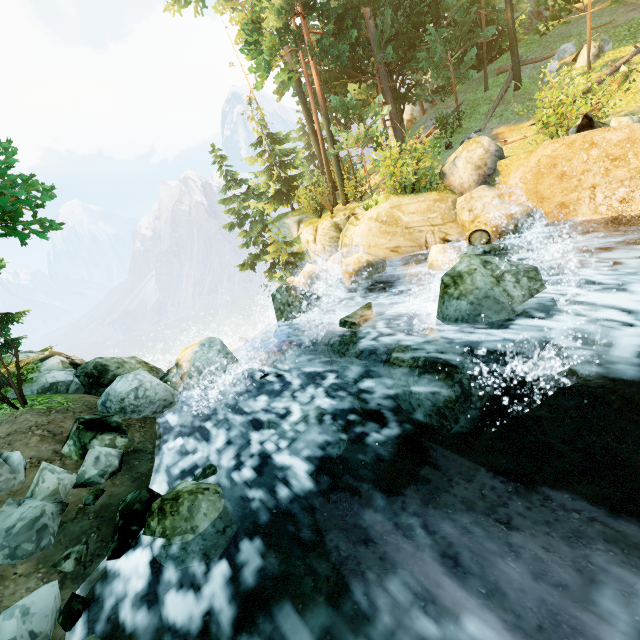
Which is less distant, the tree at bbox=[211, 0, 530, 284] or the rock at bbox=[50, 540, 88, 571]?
the rock at bbox=[50, 540, 88, 571]

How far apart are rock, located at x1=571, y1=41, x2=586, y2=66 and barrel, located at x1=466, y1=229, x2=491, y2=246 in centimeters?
1430cm

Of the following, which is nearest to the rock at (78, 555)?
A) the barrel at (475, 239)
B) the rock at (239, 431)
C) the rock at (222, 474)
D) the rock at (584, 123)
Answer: the rock at (222, 474)

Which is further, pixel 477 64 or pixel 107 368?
pixel 477 64

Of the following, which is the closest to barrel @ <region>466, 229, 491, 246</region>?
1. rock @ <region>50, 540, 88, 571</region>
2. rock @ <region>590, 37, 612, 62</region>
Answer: rock @ <region>50, 540, 88, 571</region>

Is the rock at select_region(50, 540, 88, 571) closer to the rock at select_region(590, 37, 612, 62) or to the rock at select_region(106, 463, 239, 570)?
the rock at select_region(106, 463, 239, 570)

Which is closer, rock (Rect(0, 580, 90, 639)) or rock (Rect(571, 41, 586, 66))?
rock (Rect(0, 580, 90, 639))

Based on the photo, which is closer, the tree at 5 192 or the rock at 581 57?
the tree at 5 192
